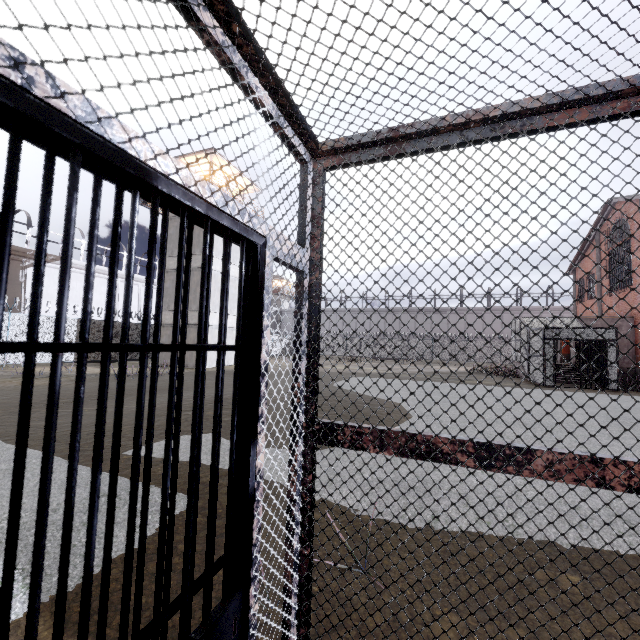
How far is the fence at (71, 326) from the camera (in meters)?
19.70

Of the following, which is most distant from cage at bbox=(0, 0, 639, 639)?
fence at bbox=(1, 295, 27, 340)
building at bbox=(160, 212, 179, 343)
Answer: building at bbox=(160, 212, 179, 343)

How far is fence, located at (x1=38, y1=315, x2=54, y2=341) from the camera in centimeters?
1841cm

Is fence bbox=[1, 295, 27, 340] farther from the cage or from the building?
the cage

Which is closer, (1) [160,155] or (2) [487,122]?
(1) [160,155]

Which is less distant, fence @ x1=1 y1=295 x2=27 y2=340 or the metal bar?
the metal bar

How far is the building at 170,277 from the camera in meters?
23.0
